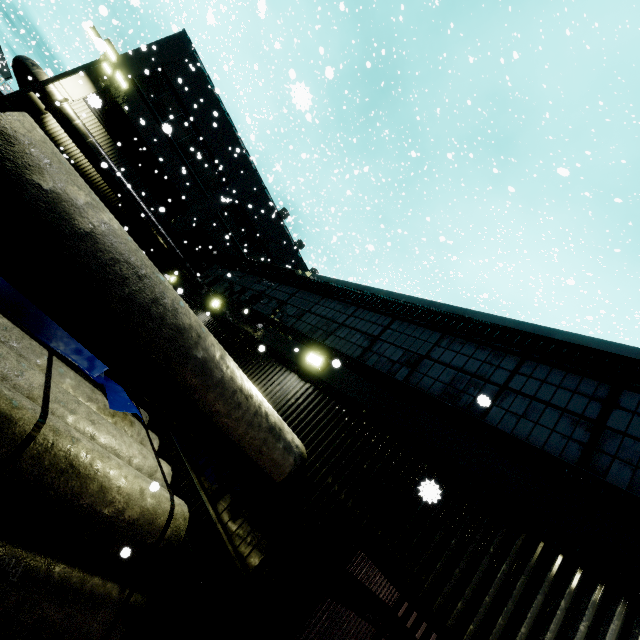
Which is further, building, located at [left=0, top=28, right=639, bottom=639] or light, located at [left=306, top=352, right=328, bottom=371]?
light, located at [left=306, top=352, right=328, bottom=371]

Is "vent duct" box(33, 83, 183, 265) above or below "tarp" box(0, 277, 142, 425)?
above

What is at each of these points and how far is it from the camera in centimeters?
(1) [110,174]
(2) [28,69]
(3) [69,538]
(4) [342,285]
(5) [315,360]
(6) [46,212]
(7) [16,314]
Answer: (1) vent duct, 1688cm
(2) vent duct, 1433cm
(3) concrete pipe stack, 394cm
(4) building, 882cm
(5) light, 683cm
(6) concrete pipe, 255cm
(7) tarp, 531cm

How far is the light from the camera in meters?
6.7 m

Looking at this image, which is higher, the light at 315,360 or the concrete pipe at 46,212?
the light at 315,360

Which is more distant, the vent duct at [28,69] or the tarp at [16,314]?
the vent duct at [28,69]

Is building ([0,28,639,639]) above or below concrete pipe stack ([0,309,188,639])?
above

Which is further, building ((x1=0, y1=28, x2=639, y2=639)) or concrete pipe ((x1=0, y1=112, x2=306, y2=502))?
building ((x1=0, y1=28, x2=639, y2=639))
